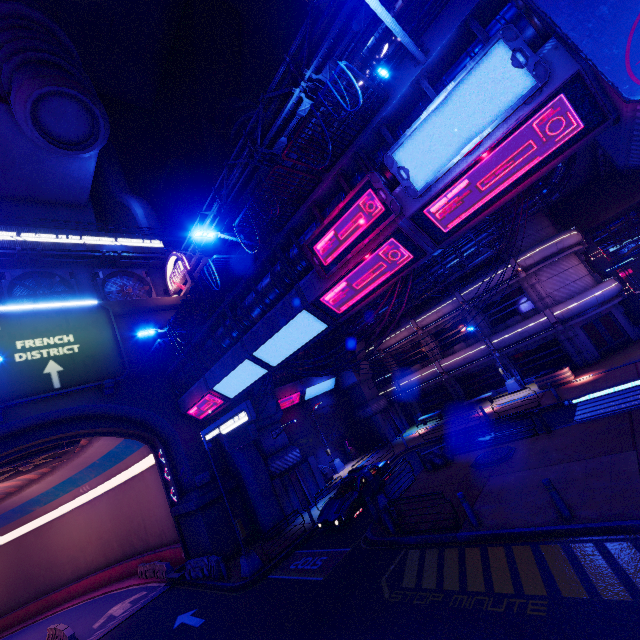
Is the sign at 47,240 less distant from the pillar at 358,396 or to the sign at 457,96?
the pillar at 358,396

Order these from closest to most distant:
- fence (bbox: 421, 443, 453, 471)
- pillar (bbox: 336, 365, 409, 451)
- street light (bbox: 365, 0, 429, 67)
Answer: street light (bbox: 365, 0, 429, 67), fence (bbox: 421, 443, 453, 471), pillar (bbox: 336, 365, 409, 451)

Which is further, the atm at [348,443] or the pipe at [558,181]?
the atm at [348,443]

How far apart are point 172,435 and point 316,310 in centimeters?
1603cm

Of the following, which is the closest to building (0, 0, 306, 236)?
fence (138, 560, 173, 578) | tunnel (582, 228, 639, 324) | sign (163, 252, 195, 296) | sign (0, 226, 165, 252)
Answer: sign (0, 226, 165, 252)

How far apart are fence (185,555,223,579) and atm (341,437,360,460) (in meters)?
14.55

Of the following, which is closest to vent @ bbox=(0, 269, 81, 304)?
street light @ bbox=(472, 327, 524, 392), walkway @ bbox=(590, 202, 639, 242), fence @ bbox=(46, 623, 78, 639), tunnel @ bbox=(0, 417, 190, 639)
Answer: tunnel @ bbox=(0, 417, 190, 639)

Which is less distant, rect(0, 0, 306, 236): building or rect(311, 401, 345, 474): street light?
rect(0, 0, 306, 236): building
